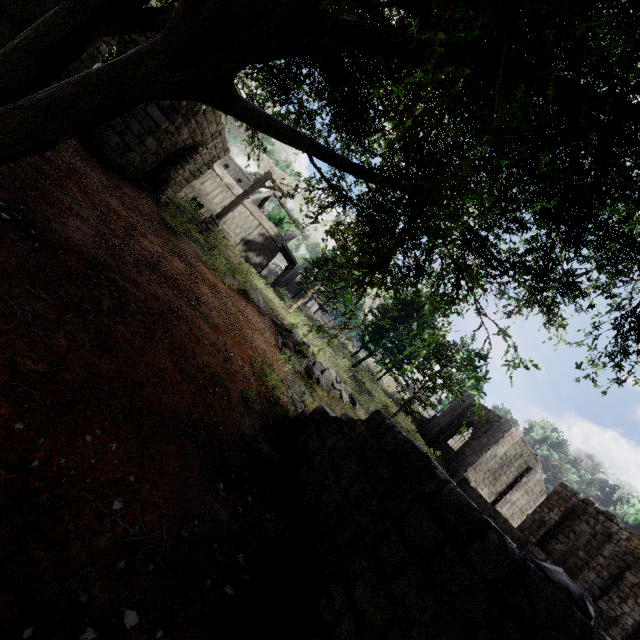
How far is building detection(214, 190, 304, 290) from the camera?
27.36m

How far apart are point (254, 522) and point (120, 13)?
6.3m

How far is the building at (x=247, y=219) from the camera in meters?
27.4

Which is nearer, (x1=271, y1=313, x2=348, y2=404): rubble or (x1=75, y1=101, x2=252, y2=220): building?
(x1=75, y1=101, x2=252, y2=220): building

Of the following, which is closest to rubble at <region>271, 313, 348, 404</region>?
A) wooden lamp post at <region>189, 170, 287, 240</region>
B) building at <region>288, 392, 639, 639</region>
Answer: wooden lamp post at <region>189, 170, 287, 240</region>

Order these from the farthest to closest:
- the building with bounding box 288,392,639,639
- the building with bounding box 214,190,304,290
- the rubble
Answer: the building with bounding box 214,190,304,290 < the rubble < the building with bounding box 288,392,639,639

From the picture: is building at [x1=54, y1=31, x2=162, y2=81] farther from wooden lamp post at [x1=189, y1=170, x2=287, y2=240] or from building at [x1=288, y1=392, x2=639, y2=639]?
building at [x1=288, y1=392, x2=639, y2=639]

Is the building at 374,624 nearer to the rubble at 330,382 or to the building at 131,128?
the building at 131,128
